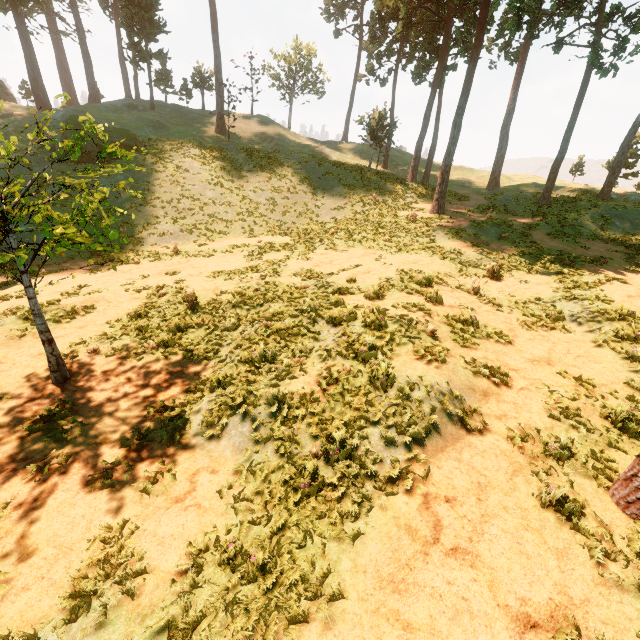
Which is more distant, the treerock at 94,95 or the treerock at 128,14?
the treerock at 94,95

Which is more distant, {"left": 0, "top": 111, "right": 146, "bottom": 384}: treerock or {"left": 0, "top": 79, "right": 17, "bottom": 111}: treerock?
{"left": 0, "top": 79, "right": 17, "bottom": 111}: treerock

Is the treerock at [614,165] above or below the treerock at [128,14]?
below

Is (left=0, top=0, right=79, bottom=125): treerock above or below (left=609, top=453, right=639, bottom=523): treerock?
above

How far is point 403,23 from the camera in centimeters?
3175cm

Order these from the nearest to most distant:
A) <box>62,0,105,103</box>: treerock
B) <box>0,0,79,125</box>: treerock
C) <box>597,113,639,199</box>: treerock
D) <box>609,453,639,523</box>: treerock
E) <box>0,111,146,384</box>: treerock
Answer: <box>609,453,639,523</box>: treerock → <box>0,111,146,384</box>: treerock → <box>597,113,639,199</box>: treerock → <box>0,0,79,125</box>: treerock → <box>62,0,105,103</box>: treerock

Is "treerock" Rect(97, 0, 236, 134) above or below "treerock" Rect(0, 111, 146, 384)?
above
